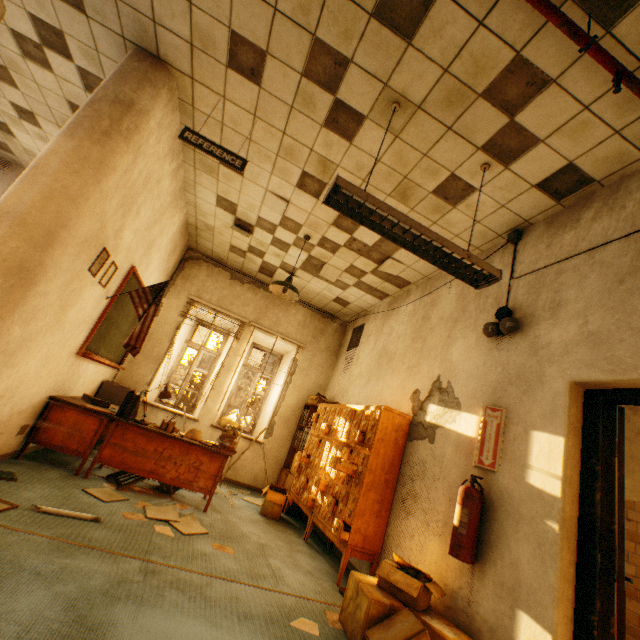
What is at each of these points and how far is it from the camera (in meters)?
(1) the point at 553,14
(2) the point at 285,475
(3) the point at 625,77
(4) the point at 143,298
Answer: →
(1) sprinkler pipe, 1.75
(2) bookcase, 5.97
(3) sprinkler pipe, 1.88
(4) flag, 4.11

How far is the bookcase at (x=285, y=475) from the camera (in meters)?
5.68

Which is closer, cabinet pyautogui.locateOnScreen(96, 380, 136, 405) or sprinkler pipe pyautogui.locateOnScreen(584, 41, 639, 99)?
sprinkler pipe pyautogui.locateOnScreen(584, 41, 639, 99)

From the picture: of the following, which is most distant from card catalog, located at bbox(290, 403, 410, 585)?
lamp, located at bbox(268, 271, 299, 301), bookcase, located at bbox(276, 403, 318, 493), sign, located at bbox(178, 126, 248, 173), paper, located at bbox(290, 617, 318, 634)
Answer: sign, located at bbox(178, 126, 248, 173)

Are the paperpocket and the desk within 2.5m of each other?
yes

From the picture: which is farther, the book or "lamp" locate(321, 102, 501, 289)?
the book

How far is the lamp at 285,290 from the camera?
4.5m

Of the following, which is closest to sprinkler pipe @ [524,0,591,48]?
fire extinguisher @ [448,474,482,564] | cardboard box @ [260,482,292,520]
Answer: fire extinguisher @ [448,474,482,564]
